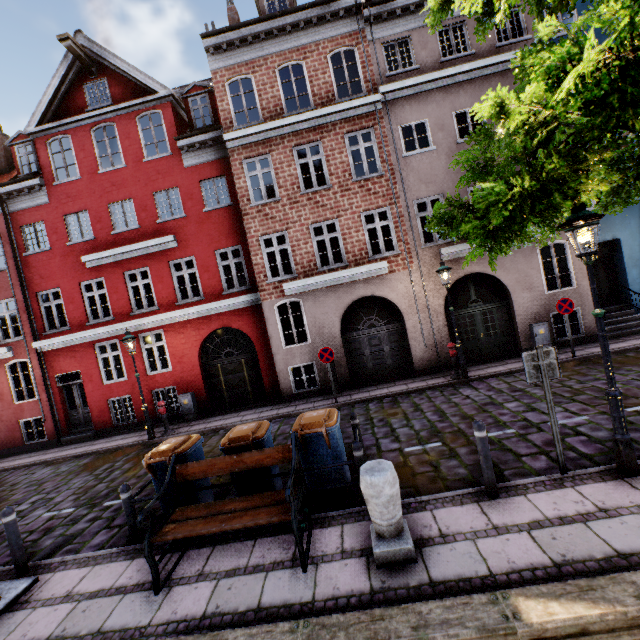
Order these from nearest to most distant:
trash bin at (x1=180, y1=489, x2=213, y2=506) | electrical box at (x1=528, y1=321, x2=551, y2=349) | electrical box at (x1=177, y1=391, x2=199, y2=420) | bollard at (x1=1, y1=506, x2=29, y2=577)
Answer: bollard at (x1=1, y1=506, x2=29, y2=577), trash bin at (x1=180, y1=489, x2=213, y2=506), electrical box at (x1=528, y1=321, x2=551, y2=349), electrical box at (x1=177, y1=391, x2=199, y2=420)

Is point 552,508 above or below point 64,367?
below

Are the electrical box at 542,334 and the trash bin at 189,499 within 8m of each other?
no

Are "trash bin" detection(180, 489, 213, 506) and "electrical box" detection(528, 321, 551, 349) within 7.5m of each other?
no

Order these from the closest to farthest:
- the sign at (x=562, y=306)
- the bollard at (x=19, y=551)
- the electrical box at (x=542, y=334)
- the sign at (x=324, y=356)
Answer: the bollard at (x=19, y=551) < the sign at (x=562, y=306) < the sign at (x=324, y=356) < the electrical box at (x=542, y=334)

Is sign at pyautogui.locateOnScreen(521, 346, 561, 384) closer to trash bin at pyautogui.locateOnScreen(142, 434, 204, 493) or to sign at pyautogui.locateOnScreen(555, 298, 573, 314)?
trash bin at pyautogui.locateOnScreen(142, 434, 204, 493)

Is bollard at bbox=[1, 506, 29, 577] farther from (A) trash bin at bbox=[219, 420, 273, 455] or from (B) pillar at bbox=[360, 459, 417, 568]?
Result: (B) pillar at bbox=[360, 459, 417, 568]

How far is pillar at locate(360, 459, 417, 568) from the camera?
3.9m
